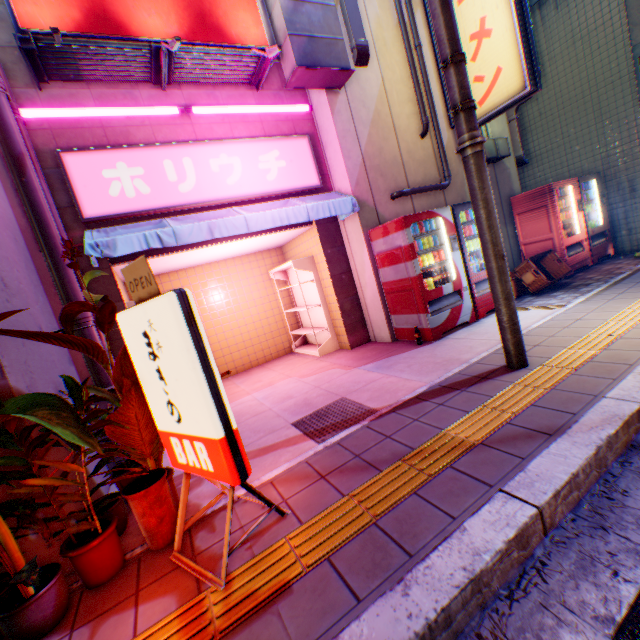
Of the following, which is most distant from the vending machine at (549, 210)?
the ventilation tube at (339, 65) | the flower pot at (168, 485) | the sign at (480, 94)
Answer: the flower pot at (168, 485)

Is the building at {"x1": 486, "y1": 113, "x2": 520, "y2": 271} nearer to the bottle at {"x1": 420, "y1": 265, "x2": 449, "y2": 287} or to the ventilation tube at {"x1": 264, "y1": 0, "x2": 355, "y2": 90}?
the ventilation tube at {"x1": 264, "y1": 0, "x2": 355, "y2": 90}

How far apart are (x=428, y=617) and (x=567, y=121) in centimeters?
1091cm

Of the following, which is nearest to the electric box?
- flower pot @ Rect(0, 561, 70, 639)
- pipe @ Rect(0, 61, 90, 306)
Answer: pipe @ Rect(0, 61, 90, 306)

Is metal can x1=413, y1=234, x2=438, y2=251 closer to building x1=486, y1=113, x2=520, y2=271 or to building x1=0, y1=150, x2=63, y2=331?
building x1=486, y1=113, x2=520, y2=271

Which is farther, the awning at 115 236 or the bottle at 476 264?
the bottle at 476 264

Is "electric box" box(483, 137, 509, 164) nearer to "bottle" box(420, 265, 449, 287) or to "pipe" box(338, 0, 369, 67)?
"pipe" box(338, 0, 369, 67)

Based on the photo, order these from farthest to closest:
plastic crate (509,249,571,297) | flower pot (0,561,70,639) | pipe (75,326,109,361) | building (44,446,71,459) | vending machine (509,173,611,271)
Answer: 1. vending machine (509,173,611,271)
2. plastic crate (509,249,571,297)
3. pipe (75,326,109,361)
4. building (44,446,71,459)
5. flower pot (0,561,70,639)
